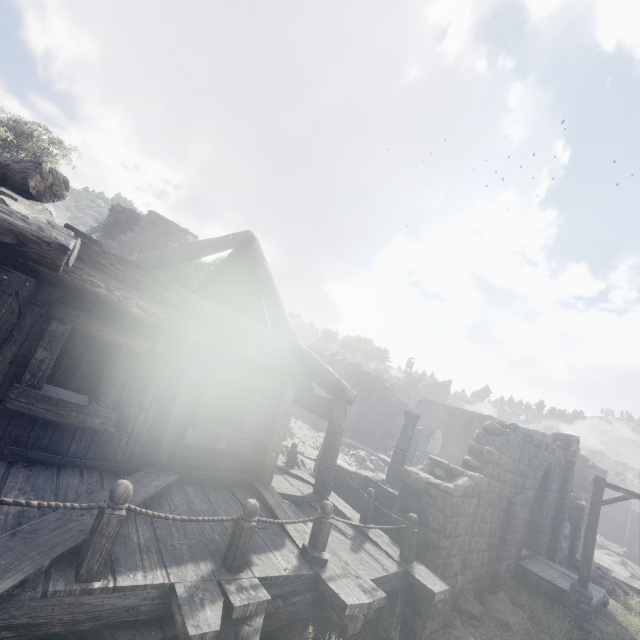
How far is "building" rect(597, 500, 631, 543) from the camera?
51.6 meters

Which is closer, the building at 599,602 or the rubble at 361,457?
the building at 599,602

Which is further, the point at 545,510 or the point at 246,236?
the point at 545,510

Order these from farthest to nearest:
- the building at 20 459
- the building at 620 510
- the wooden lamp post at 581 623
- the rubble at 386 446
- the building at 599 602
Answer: the building at 620 510 → the rubble at 386 446 → the building at 599 602 → the wooden lamp post at 581 623 → the building at 20 459

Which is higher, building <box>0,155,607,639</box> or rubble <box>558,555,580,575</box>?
building <box>0,155,607,639</box>

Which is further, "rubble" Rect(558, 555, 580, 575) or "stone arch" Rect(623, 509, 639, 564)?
"stone arch" Rect(623, 509, 639, 564)

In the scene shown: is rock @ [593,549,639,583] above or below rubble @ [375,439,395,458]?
below

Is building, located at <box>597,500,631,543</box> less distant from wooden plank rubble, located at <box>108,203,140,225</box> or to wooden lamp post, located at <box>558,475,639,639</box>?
wooden plank rubble, located at <box>108,203,140,225</box>
